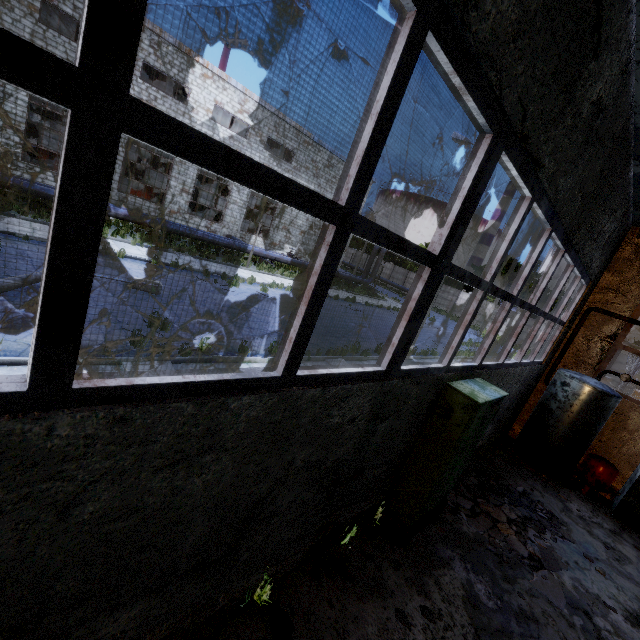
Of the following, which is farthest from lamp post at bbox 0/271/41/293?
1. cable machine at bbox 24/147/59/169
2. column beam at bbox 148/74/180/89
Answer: column beam at bbox 148/74/180/89

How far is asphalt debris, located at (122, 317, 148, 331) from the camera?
7.97m

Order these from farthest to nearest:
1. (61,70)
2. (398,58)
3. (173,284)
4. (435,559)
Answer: (173,284), (435,559), (398,58), (61,70)

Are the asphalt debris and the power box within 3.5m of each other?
no

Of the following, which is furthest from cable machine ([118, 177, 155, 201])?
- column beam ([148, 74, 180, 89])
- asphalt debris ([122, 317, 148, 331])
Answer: asphalt debris ([122, 317, 148, 331])

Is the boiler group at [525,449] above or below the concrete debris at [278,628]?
above

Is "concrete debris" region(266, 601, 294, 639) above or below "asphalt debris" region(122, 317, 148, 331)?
above

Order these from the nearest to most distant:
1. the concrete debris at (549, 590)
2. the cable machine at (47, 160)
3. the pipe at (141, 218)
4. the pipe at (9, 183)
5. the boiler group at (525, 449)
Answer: the concrete debris at (549, 590), the boiler group at (525, 449), the pipe at (9, 183), the pipe at (141, 218), the cable machine at (47, 160)
